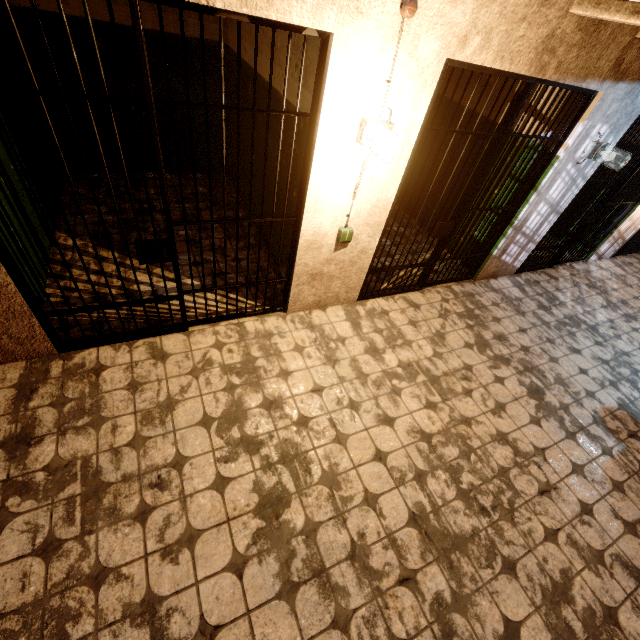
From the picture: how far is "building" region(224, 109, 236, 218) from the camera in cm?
479

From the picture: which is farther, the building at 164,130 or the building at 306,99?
the building at 164,130

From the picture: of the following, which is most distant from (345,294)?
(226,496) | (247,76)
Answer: (247,76)

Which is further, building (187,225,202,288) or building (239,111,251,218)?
building (239,111,251,218)

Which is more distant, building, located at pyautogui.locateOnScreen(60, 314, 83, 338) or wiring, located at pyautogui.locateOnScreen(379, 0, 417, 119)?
building, located at pyautogui.locateOnScreen(60, 314, 83, 338)

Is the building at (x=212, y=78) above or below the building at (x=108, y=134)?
above

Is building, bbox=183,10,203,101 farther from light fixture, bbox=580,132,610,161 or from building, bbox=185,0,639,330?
light fixture, bbox=580,132,610,161
